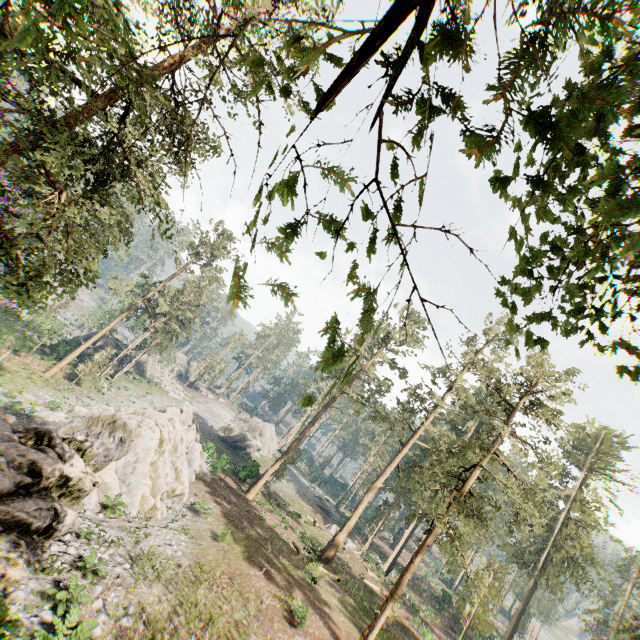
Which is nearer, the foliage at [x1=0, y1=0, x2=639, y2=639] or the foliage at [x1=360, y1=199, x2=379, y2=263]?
the foliage at [x1=0, y1=0, x2=639, y2=639]

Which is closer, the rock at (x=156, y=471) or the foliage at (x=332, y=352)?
the foliage at (x=332, y=352)

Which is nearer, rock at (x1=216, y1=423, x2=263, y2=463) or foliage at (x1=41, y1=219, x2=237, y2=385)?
foliage at (x1=41, y1=219, x2=237, y2=385)

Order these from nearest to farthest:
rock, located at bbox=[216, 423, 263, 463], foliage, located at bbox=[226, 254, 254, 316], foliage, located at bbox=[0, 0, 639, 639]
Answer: foliage, located at bbox=[0, 0, 639, 639] < foliage, located at bbox=[226, 254, 254, 316] < rock, located at bbox=[216, 423, 263, 463]

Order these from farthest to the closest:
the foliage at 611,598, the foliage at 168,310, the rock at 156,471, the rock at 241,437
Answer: A: the rock at 241,437 < the foliage at 168,310 < the foliage at 611,598 < the rock at 156,471

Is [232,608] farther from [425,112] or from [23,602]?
[425,112]

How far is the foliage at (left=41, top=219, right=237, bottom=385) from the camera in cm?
3828
